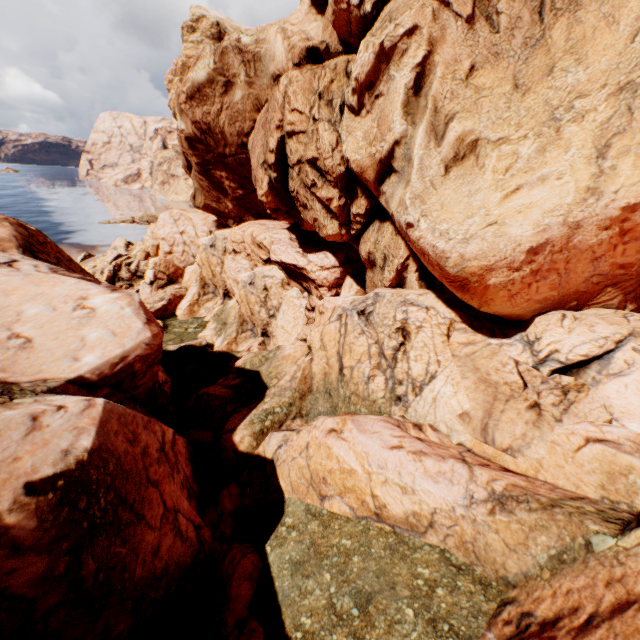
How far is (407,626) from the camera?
7.29m
